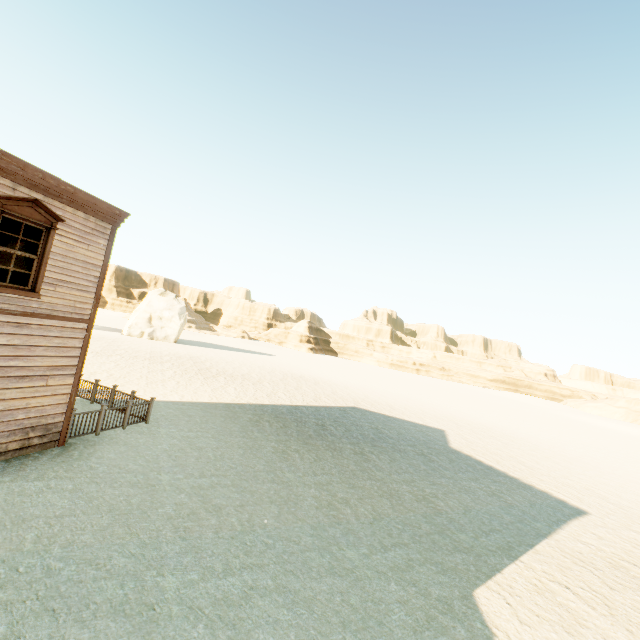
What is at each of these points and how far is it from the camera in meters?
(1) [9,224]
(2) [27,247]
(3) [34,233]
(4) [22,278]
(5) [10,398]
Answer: (1) curtain, 7.5 m
(2) curtain, 7.9 m
(3) curtain, 8.0 m
(4) curtain, 7.9 m
(5) building, 7.9 m

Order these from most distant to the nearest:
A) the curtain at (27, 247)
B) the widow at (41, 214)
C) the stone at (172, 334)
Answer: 1. the stone at (172, 334)
2. the curtain at (27, 247)
3. the widow at (41, 214)

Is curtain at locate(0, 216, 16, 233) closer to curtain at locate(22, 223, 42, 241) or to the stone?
curtain at locate(22, 223, 42, 241)

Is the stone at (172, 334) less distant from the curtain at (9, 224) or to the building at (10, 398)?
the building at (10, 398)

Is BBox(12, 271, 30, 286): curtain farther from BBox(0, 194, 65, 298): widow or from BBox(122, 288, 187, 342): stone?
BBox(122, 288, 187, 342): stone

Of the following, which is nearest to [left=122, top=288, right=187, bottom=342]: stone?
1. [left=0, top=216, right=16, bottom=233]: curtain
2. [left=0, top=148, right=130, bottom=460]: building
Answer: [left=0, top=148, right=130, bottom=460]: building

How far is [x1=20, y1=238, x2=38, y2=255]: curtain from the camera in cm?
779
